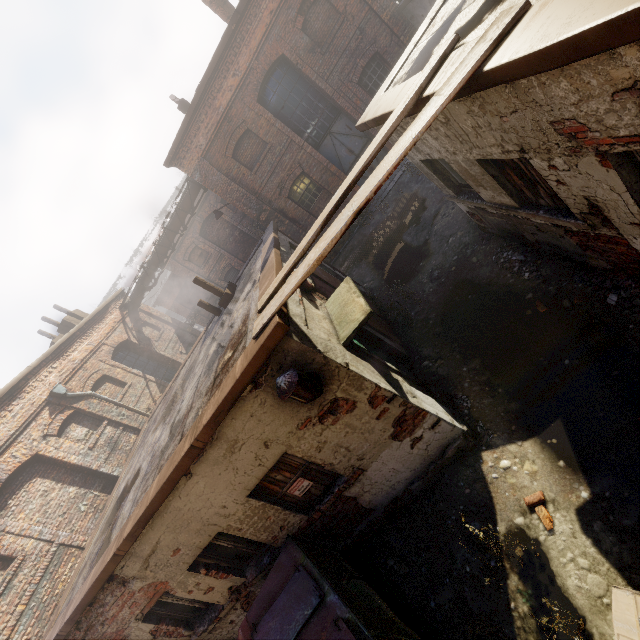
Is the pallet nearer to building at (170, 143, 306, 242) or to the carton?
the carton

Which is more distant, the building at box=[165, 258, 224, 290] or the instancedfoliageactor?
the building at box=[165, 258, 224, 290]

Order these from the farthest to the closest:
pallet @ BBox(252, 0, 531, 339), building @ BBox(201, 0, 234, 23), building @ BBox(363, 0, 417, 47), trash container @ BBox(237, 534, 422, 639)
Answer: building @ BBox(201, 0, 234, 23) < building @ BBox(363, 0, 417, 47) < trash container @ BBox(237, 534, 422, 639) < pallet @ BBox(252, 0, 531, 339)

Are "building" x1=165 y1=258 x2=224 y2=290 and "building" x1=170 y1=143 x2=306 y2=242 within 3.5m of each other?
no

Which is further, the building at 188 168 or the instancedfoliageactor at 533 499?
the building at 188 168

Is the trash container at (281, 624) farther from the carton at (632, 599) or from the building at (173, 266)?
the building at (173, 266)

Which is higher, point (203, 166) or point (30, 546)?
point (203, 166)

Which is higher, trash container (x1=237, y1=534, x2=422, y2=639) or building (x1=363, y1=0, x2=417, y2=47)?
building (x1=363, y1=0, x2=417, y2=47)
